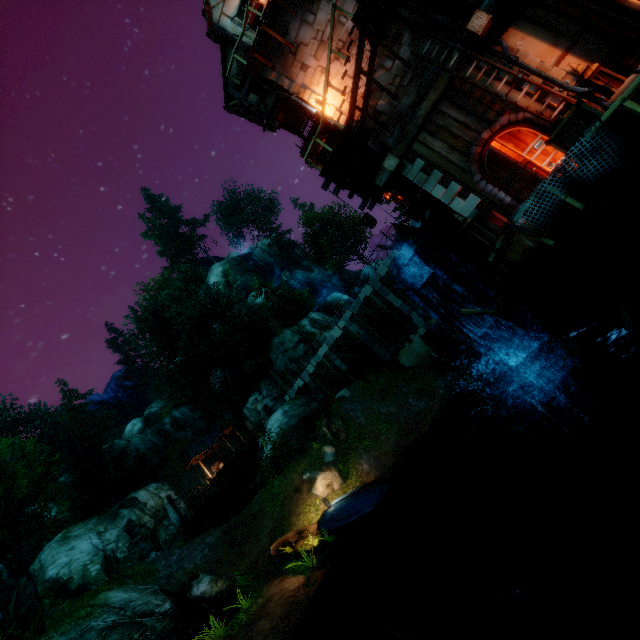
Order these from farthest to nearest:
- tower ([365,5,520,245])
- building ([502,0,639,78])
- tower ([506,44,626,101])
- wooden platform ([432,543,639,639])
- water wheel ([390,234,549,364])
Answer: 1. water wheel ([390,234,549,364])
2. tower ([365,5,520,245])
3. tower ([506,44,626,101])
4. building ([502,0,639,78])
5. wooden platform ([432,543,639,639])

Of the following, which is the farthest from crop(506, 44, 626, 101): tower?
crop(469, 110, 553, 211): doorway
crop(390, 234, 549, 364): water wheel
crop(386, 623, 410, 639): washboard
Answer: crop(386, 623, 410, 639): washboard

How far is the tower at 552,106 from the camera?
8.8m

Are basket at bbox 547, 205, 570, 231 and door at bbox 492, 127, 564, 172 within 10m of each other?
yes

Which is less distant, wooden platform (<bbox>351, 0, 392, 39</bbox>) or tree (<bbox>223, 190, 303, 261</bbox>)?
wooden platform (<bbox>351, 0, 392, 39</bbox>)

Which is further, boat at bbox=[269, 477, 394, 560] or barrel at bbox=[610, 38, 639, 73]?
boat at bbox=[269, 477, 394, 560]

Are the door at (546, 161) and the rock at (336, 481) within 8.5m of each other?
no

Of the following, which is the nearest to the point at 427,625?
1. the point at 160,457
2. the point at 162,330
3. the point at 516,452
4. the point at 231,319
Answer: the point at 516,452
